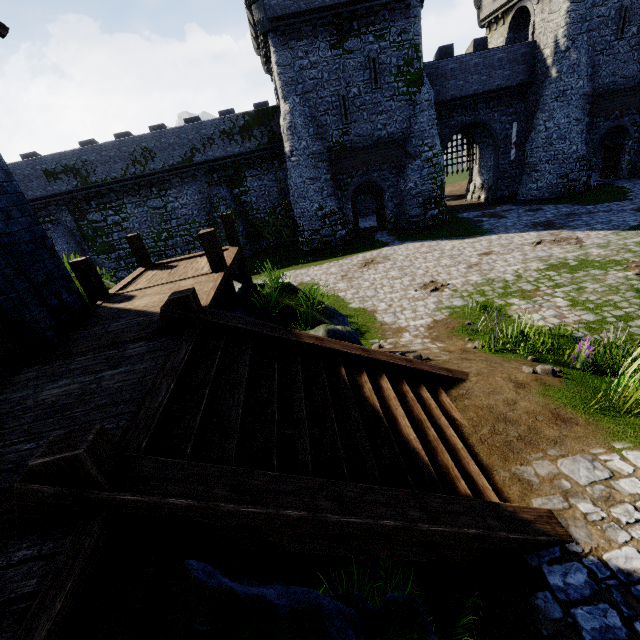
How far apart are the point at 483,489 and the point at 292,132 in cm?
2386

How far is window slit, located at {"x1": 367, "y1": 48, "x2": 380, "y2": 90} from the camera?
21.00m

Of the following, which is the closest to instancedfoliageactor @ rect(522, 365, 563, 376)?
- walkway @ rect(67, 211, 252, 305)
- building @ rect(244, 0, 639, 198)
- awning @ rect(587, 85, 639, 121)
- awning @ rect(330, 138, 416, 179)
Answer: walkway @ rect(67, 211, 252, 305)

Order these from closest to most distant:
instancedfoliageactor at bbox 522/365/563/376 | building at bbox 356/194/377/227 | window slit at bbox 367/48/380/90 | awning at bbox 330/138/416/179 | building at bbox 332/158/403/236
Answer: instancedfoliageactor at bbox 522/365/563/376, window slit at bbox 367/48/380/90, awning at bbox 330/138/416/179, building at bbox 332/158/403/236, building at bbox 356/194/377/227

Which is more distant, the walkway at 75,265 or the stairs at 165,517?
the walkway at 75,265

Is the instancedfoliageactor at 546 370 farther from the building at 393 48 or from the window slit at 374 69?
the window slit at 374 69

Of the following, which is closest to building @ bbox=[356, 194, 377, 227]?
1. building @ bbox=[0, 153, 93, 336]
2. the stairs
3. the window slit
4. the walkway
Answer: the window slit

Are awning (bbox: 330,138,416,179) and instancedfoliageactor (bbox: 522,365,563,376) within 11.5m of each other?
no
